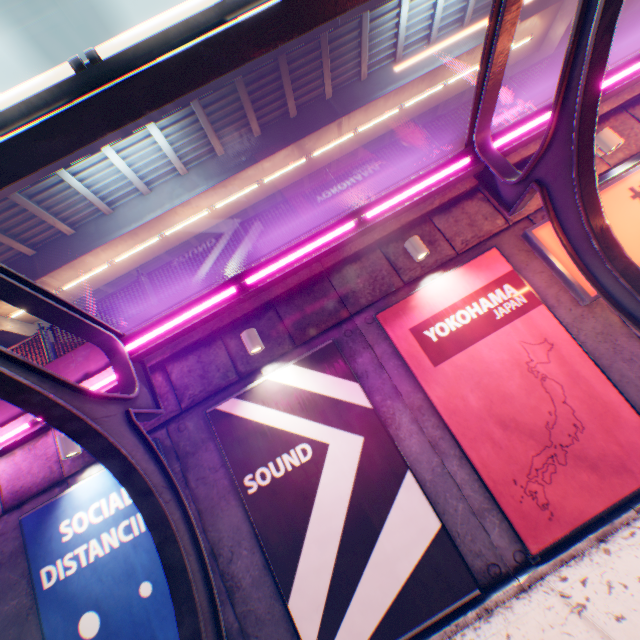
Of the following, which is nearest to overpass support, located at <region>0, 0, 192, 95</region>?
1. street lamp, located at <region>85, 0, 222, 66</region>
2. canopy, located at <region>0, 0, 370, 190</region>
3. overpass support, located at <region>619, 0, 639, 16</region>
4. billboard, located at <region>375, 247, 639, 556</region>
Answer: overpass support, located at <region>619, 0, 639, 16</region>

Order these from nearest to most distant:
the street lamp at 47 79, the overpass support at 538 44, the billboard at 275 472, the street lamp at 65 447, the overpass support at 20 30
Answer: the street lamp at 47 79, the billboard at 275 472, the street lamp at 65 447, the overpass support at 20 30, the overpass support at 538 44

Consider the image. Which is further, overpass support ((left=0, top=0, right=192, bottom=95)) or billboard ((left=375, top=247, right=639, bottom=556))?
overpass support ((left=0, top=0, right=192, bottom=95))

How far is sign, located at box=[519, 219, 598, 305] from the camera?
5.6 meters

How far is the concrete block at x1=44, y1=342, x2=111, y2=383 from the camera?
6.4 meters

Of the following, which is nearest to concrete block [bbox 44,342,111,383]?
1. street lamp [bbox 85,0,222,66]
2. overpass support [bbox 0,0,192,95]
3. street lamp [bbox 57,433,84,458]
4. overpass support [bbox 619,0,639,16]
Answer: street lamp [bbox 57,433,84,458]

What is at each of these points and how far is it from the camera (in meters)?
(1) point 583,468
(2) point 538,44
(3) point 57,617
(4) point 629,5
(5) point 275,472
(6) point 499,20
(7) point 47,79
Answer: (1) billboard, 4.92
(2) overpass support, 15.73
(3) billboard, 5.10
(4) overpass support, 14.35
(5) billboard, 5.37
(6) canopy, 4.10
(7) street lamp, 2.53

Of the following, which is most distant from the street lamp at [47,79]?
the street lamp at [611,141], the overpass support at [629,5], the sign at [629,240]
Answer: the overpass support at [629,5]
